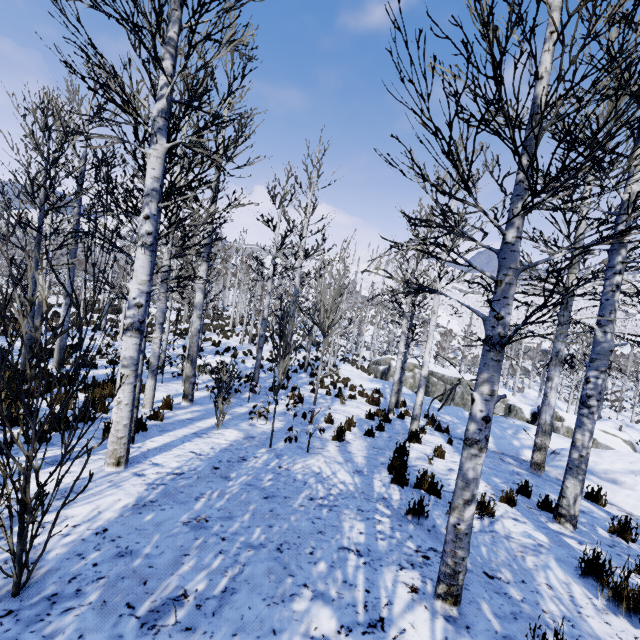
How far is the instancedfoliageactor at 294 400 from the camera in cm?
610

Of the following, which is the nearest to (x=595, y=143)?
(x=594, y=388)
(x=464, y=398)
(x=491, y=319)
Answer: (x=594, y=388)

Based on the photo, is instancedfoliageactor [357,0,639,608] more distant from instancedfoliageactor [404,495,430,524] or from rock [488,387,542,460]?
rock [488,387,542,460]

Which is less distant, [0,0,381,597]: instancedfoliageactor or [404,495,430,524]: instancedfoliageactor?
[0,0,381,597]: instancedfoliageactor

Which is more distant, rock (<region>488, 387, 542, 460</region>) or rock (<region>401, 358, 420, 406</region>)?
rock (<region>401, 358, 420, 406</region>)

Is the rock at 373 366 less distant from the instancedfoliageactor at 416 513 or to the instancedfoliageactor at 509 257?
the instancedfoliageactor at 416 513

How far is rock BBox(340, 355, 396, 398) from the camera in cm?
1947

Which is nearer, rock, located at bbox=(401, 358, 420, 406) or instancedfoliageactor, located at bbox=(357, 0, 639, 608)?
instancedfoliageactor, located at bbox=(357, 0, 639, 608)
